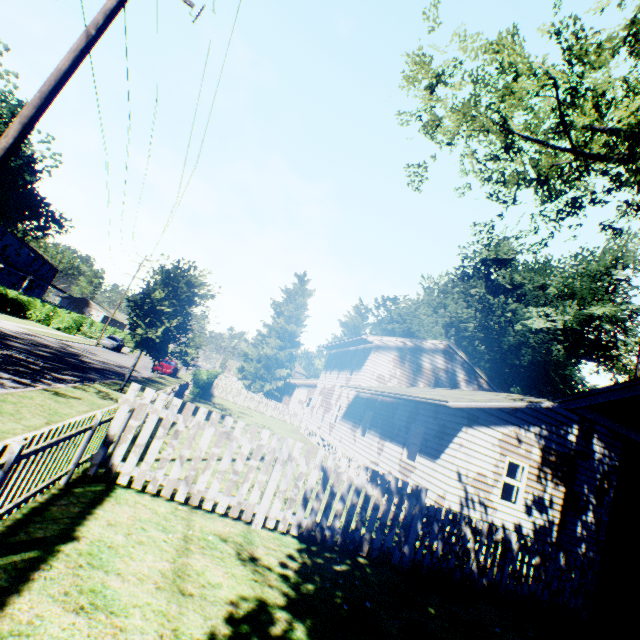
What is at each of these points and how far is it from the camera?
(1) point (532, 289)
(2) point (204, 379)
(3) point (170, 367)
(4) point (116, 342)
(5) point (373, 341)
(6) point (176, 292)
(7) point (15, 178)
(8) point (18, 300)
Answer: (1) plant, 38.91m
(2) hedge, 25.05m
(3) car, 32.50m
(4) car, 39.12m
(5) house, 21.84m
(6) plant, 15.79m
(7) plant, 51.22m
(8) hedge, 36.66m

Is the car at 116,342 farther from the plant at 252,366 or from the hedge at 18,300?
the plant at 252,366

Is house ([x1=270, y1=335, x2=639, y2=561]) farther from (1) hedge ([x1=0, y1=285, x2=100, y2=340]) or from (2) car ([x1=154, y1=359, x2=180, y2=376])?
(1) hedge ([x1=0, y1=285, x2=100, y2=340])

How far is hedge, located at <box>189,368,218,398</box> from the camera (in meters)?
24.81

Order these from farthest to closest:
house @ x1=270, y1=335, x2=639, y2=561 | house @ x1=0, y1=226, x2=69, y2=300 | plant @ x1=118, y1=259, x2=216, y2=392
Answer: house @ x1=0, y1=226, x2=69, y2=300 → plant @ x1=118, y1=259, x2=216, y2=392 → house @ x1=270, y1=335, x2=639, y2=561

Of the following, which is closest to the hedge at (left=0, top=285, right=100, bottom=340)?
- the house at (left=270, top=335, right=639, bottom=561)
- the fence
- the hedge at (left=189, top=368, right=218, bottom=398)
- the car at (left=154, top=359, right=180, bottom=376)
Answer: the car at (left=154, top=359, right=180, bottom=376)

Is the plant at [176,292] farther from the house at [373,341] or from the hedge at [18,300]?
the hedge at [18,300]

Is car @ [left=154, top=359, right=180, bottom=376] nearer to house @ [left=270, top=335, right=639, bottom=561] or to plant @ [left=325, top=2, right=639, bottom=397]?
plant @ [left=325, top=2, right=639, bottom=397]
